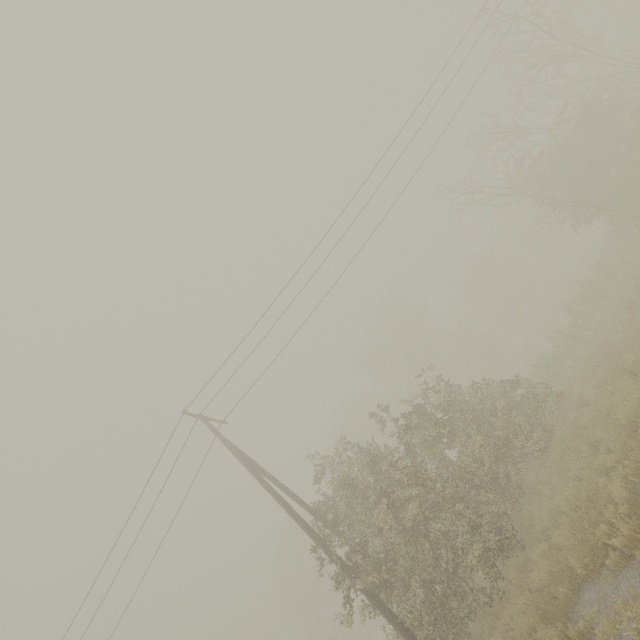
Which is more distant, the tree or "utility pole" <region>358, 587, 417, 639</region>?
the tree

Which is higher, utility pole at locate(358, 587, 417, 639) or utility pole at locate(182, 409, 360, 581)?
utility pole at locate(182, 409, 360, 581)

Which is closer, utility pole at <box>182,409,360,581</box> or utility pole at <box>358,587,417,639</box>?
utility pole at <box>358,587,417,639</box>

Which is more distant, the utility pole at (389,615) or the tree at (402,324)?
the tree at (402,324)

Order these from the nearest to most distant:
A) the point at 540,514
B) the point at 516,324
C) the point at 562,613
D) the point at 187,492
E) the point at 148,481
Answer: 1. the point at 562,613
2. the point at 540,514
3. the point at 148,481
4. the point at 187,492
5. the point at 516,324

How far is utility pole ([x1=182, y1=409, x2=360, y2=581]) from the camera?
10.1m

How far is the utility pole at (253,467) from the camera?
10.1 meters
